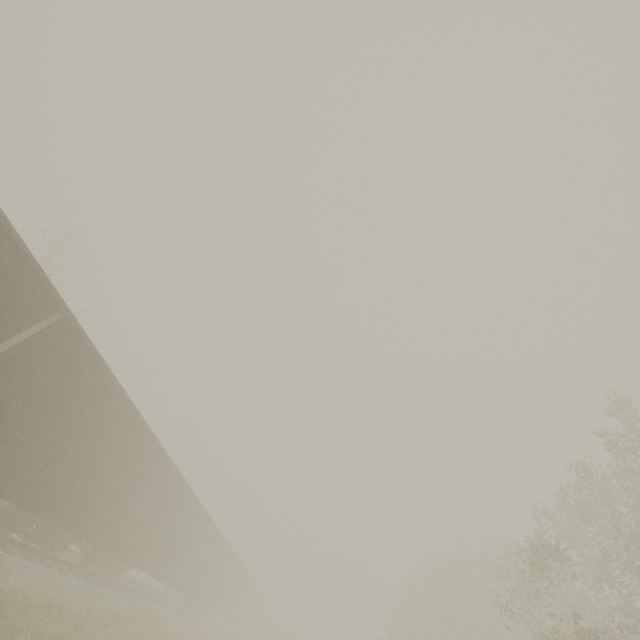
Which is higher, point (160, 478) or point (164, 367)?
point (164, 367)
